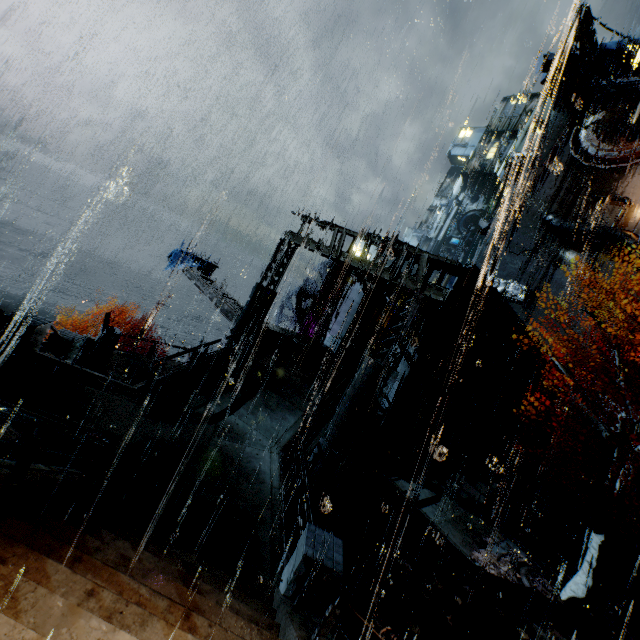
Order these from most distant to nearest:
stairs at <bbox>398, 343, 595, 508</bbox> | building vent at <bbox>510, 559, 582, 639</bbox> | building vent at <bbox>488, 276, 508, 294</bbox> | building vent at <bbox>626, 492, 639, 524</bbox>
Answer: building vent at <bbox>488, 276, 508, 294</bbox> → building vent at <bbox>626, 492, 639, 524</bbox> → stairs at <bbox>398, 343, 595, 508</bbox> → building vent at <bbox>510, 559, 582, 639</bbox>

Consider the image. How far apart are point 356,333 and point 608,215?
28.2m

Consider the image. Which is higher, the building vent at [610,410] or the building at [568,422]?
the building vent at [610,410]

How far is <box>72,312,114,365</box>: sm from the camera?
14.41m

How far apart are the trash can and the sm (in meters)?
8.19

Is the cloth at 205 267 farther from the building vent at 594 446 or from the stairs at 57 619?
the building vent at 594 446

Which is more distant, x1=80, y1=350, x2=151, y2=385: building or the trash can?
the trash can

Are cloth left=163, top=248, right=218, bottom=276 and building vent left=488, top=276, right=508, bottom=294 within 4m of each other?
no
